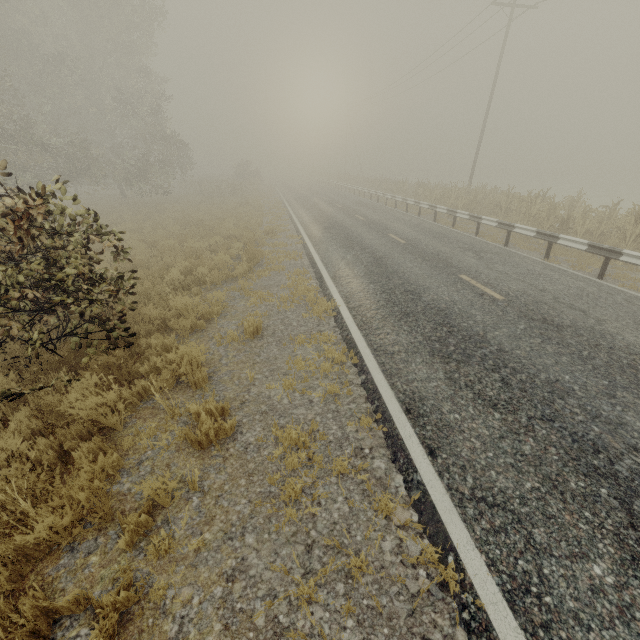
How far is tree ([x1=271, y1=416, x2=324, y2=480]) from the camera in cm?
362

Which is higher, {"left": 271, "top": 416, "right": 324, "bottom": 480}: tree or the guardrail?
the guardrail

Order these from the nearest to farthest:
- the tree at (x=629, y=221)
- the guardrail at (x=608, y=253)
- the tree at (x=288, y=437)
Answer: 1. the tree at (x=288, y=437)
2. the guardrail at (x=608, y=253)
3. the tree at (x=629, y=221)

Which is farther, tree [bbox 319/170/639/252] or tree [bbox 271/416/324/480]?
tree [bbox 319/170/639/252]

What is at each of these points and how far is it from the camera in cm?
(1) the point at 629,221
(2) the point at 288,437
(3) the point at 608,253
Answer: (1) tree, 1022
(2) tree, 396
(3) guardrail, 870

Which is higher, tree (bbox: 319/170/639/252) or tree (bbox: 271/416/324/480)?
tree (bbox: 319/170/639/252)

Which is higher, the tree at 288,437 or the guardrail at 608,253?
the guardrail at 608,253

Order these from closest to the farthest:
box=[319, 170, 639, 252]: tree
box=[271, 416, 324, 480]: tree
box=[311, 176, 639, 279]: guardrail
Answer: box=[271, 416, 324, 480]: tree < box=[311, 176, 639, 279]: guardrail < box=[319, 170, 639, 252]: tree
